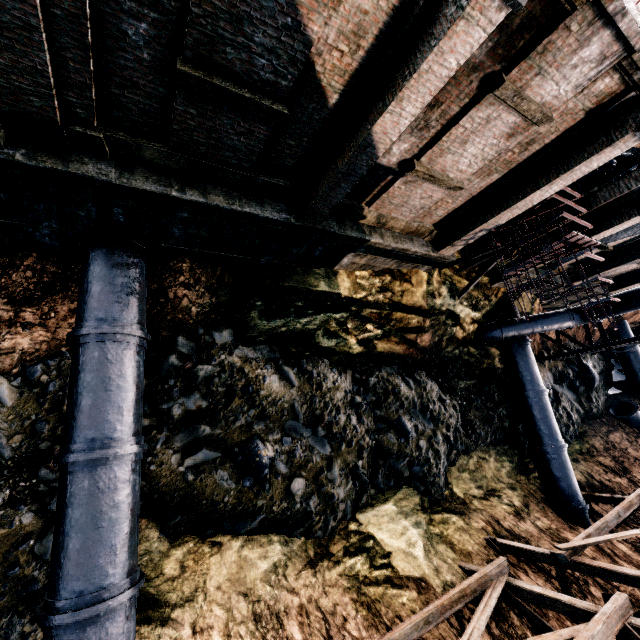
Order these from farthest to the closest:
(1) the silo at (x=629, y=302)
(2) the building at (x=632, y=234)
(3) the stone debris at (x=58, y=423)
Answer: (1) the silo at (x=629, y=302) → (2) the building at (x=632, y=234) → (3) the stone debris at (x=58, y=423)

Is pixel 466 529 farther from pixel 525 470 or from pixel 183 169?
pixel 183 169

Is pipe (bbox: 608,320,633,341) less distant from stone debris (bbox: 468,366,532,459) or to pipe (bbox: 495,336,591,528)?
stone debris (bbox: 468,366,532,459)

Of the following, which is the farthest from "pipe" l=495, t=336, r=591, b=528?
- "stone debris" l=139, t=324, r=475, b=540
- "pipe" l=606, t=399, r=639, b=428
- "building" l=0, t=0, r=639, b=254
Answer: "pipe" l=606, t=399, r=639, b=428

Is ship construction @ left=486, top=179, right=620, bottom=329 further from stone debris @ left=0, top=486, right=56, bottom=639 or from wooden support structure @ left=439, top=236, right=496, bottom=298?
stone debris @ left=0, top=486, right=56, bottom=639

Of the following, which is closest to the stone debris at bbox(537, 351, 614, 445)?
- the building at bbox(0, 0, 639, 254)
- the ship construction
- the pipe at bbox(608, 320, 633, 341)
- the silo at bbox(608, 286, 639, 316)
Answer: the silo at bbox(608, 286, 639, 316)

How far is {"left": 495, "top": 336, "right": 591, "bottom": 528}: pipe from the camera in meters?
16.2

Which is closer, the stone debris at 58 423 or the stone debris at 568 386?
the stone debris at 58 423
